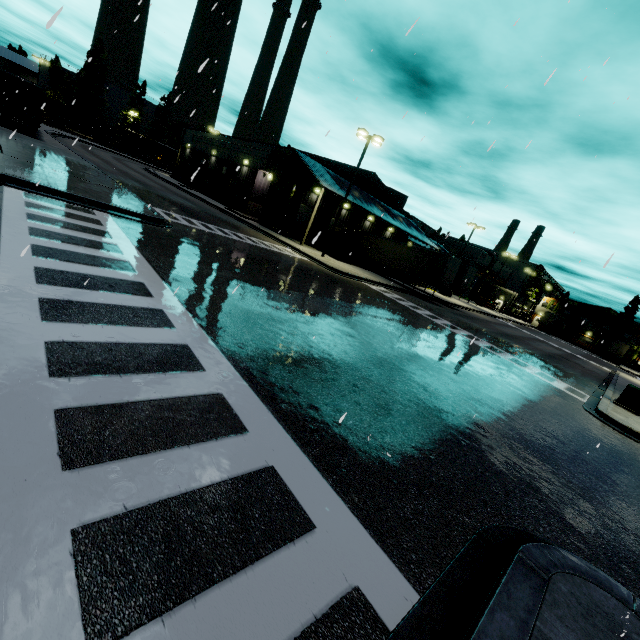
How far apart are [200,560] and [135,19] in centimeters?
912cm

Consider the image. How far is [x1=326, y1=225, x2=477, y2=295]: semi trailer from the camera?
28.8 meters

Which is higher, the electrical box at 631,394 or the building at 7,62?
the building at 7,62

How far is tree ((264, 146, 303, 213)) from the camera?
31.4 meters

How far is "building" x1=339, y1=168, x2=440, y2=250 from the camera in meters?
35.2 m

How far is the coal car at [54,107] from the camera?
57.4m

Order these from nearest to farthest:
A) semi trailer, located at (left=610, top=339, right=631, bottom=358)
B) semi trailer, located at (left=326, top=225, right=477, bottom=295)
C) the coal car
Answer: semi trailer, located at (left=326, top=225, right=477, bottom=295), the coal car, semi trailer, located at (left=610, top=339, right=631, bottom=358)
